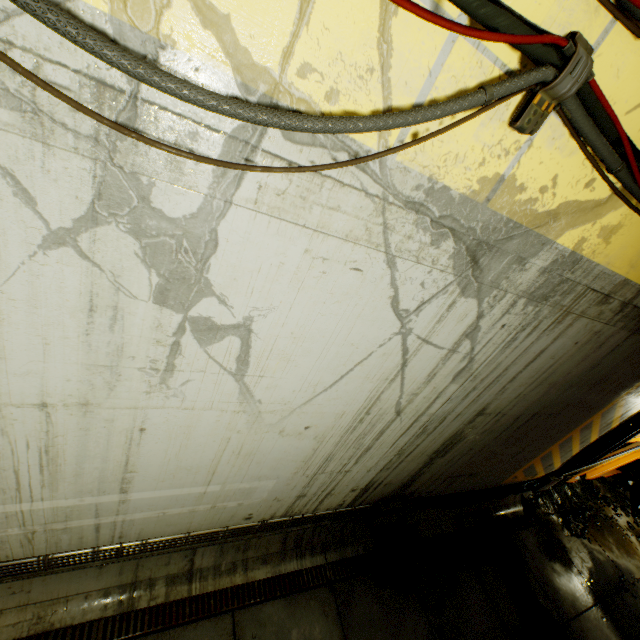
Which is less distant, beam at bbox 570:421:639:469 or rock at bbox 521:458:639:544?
beam at bbox 570:421:639:469

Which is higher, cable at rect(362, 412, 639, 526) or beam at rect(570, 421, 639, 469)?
beam at rect(570, 421, 639, 469)

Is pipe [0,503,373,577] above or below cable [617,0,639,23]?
below

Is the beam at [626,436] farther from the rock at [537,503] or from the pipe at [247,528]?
the pipe at [247,528]

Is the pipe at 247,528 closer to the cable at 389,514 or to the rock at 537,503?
the cable at 389,514

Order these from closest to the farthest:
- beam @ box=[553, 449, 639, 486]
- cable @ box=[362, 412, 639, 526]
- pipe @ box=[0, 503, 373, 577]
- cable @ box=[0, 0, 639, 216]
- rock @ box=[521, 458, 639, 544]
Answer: cable @ box=[0, 0, 639, 216], pipe @ box=[0, 503, 373, 577], cable @ box=[362, 412, 639, 526], rock @ box=[521, 458, 639, 544], beam @ box=[553, 449, 639, 486]

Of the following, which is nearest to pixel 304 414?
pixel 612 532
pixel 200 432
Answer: pixel 200 432

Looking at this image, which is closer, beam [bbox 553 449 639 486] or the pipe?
the pipe
